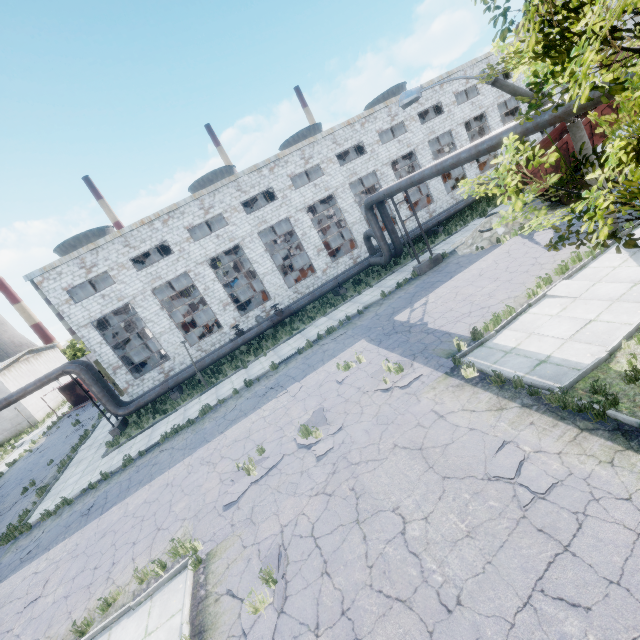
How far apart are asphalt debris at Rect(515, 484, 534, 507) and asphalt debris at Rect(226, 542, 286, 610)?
4.5 meters

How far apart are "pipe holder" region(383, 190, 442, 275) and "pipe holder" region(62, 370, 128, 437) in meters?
20.5

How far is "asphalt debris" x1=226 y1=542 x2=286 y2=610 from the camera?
6.2 meters

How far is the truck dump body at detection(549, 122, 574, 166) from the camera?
15.65m

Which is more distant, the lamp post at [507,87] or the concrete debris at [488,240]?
the concrete debris at [488,240]

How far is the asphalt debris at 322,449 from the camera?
9.1 meters

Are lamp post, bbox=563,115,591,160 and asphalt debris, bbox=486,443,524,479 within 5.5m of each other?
no

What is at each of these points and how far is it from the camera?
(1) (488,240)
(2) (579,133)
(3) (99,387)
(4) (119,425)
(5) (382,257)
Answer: (1) concrete debris, 17.91m
(2) lamp post, 11.03m
(3) pipe, 19.34m
(4) pipe holder, 20.05m
(5) pipe, 22.34m
